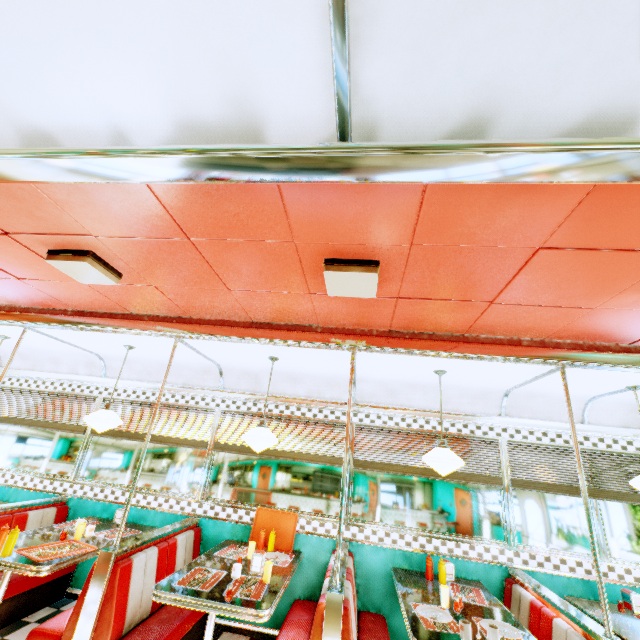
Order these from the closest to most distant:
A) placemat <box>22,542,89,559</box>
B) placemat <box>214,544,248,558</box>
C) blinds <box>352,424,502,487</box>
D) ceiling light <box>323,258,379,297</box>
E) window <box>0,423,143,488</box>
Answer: ceiling light <box>323,258,379,297</box>, placemat <box>22,542,89,559</box>, placemat <box>214,544,248,558</box>, blinds <box>352,424,502,487</box>, window <box>0,423,143,488</box>

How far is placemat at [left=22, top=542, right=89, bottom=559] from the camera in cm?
298

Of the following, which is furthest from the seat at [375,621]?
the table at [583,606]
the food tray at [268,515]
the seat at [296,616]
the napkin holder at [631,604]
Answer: the napkin holder at [631,604]

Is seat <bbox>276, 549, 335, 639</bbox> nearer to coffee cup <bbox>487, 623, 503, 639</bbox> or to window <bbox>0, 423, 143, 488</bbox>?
window <bbox>0, 423, 143, 488</bbox>

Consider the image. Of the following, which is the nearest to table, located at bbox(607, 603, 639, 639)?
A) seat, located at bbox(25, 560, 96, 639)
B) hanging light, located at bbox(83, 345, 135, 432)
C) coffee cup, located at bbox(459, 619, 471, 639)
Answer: coffee cup, located at bbox(459, 619, 471, 639)

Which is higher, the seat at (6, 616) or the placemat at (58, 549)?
the placemat at (58, 549)

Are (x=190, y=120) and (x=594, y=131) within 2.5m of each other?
yes

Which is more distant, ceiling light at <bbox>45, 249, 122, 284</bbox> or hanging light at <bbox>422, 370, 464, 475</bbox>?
hanging light at <bbox>422, 370, 464, 475</bbox>
